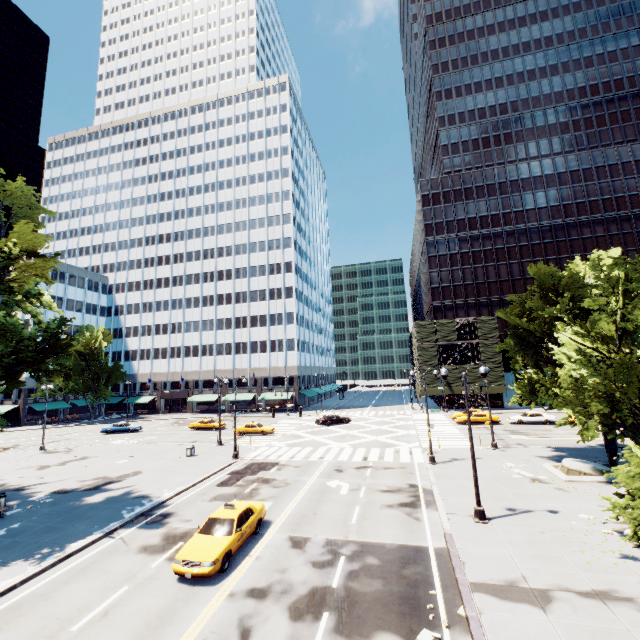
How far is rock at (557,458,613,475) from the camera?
19.9 meters

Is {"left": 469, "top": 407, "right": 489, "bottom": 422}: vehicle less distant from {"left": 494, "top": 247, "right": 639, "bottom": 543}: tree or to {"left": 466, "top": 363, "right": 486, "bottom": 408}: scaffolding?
{"left": 466, "top": 363, "right": 486, "bottom": 408}: scaffolding

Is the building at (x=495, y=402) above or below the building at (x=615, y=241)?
below

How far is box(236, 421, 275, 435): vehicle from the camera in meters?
40.1 m

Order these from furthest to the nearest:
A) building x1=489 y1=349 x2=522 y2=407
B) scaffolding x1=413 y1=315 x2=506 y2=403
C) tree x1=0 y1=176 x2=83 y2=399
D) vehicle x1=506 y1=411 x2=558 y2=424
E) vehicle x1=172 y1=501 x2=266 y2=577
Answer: building x1=489 y1=349 x2=522 y2=407 → scaffolding x1=413 y1=315 x2=506 y2=403 → vehicle x1=506 y1=411 x2=558 y2=424 → tree x1=0 y1=176 x2=83 y2=399 → vehicle x1=172 y1=501 x2=266 y2=577

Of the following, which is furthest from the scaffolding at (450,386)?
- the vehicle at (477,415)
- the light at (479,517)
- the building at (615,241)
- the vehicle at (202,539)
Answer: the vehicle at (202,539)

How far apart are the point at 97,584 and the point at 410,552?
12.1 meters

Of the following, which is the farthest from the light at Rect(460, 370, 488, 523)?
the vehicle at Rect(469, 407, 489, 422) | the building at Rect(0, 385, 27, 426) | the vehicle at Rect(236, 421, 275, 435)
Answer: the building at Rect(0, 385, 27, 426)
